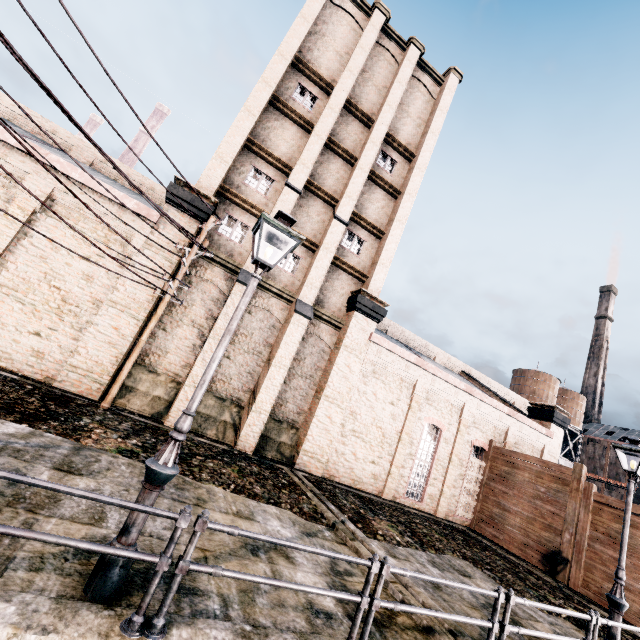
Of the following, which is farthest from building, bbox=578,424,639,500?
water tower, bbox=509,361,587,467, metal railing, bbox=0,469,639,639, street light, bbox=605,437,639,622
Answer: street light, bbox=605,437,639,622

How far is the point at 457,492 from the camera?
20.3 meters

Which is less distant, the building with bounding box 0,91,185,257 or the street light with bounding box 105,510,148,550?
the street light with bounding box 105,510,148,550

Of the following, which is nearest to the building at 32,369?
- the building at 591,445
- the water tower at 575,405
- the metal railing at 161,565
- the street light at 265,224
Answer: the water tower at 575,405

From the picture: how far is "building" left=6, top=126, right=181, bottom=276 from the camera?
13.00m

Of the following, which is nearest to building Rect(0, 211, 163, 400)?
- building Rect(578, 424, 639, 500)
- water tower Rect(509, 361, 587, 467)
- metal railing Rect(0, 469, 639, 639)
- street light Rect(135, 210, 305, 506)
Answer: water tower Rect(509, 361, 587, 467)

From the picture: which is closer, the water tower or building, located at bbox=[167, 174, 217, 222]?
building, located at bbox=[167, 174, 217, 222]

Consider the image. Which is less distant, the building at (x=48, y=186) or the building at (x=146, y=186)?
the building at (x=48, y=186)
